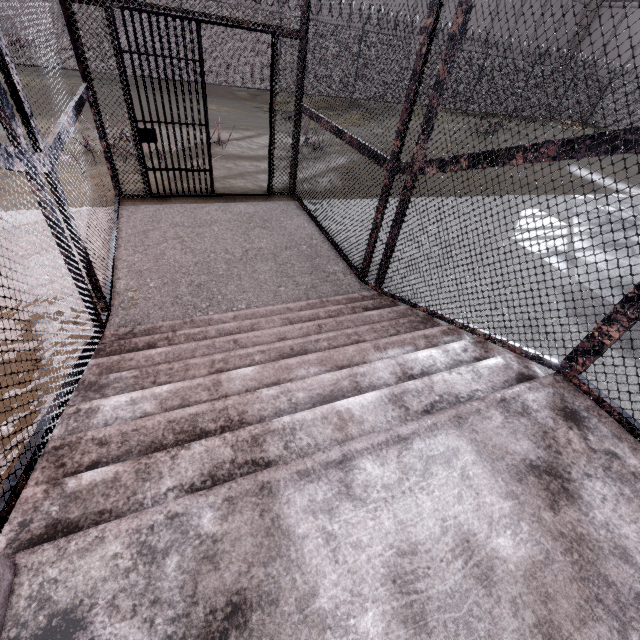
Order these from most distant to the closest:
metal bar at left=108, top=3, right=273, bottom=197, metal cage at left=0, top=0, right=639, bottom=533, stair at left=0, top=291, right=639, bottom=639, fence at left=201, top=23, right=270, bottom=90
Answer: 1. fence at left=201, top=23, right=270, bottom=90
2. metal bar at left=108, top=3, right=273, bottom=197
3. metal cage at left=0, top=0, right=639, bottom=533
4. stair at left=0, top=291, right=639, bottom=639

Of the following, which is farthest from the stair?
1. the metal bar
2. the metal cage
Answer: the metal bar

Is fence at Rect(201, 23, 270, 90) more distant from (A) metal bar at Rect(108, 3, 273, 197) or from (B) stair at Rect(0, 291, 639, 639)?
(A) metal bar at Rect(108, 3, 273, 197)

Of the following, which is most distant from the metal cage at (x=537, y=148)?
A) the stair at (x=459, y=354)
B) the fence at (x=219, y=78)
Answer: the fence at (x=219, y=78)

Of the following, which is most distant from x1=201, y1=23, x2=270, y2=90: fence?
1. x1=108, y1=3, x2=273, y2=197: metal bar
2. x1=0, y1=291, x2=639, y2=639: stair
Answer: x1=108, y1=3, x2=273, y2=197: metal bar

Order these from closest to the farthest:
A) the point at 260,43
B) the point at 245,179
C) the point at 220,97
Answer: the point at 245,179, the point at 260,43, the point at 220,97

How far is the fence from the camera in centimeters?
1334cm

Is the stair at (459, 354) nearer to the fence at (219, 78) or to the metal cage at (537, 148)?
the metal cage at (537, 148)
